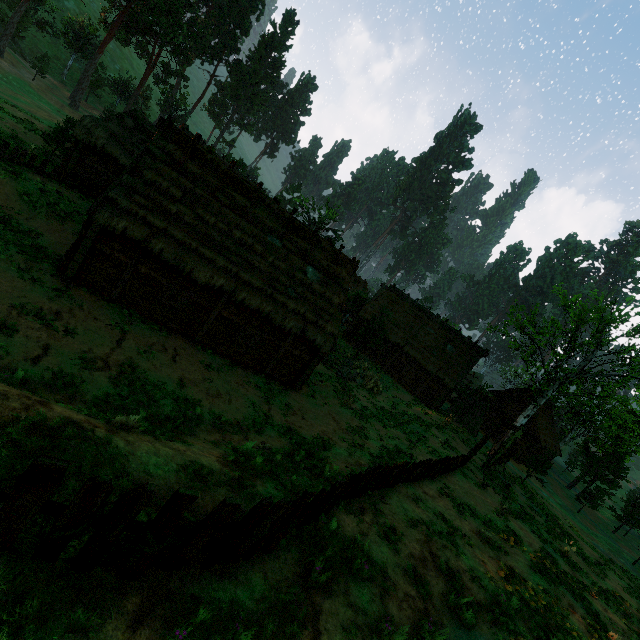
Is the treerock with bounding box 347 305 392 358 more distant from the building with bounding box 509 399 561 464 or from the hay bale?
the hay bale

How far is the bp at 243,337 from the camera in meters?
16.3 m

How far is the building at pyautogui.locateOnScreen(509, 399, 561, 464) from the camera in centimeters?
3612cm

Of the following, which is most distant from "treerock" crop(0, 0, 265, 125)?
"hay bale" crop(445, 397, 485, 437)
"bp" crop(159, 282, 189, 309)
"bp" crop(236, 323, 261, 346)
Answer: "bp" crop(159, 282, 189, 309)

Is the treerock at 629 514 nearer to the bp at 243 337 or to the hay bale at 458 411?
the hay bale at 458 411

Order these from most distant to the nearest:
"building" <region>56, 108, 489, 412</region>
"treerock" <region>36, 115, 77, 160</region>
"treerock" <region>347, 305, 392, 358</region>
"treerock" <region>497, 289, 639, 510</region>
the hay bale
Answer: "treerock" <region>347, 305, 392, 358</region> < the hay bale < "treerock" <region>497, 289, 639, 510</region> < "treerock" <region>36, 115, 77, 160</region> < "building" <region>56, 108, 489, 412</region>

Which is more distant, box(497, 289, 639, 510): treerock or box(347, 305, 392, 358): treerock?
box(347, 305, 392, 358): treerock

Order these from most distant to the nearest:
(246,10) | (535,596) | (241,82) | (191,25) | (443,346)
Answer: (241,82) < (246,10) < (191,25) < (443,346) < (535,596)
